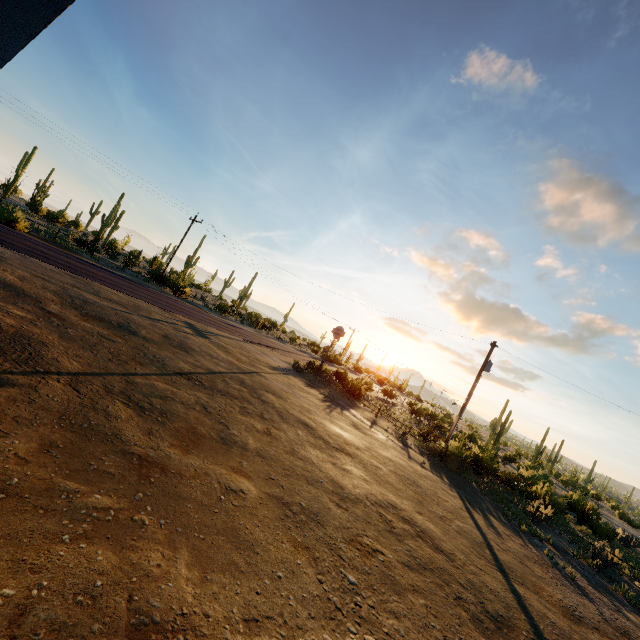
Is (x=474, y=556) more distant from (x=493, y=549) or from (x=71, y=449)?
(x=71, y=449)
